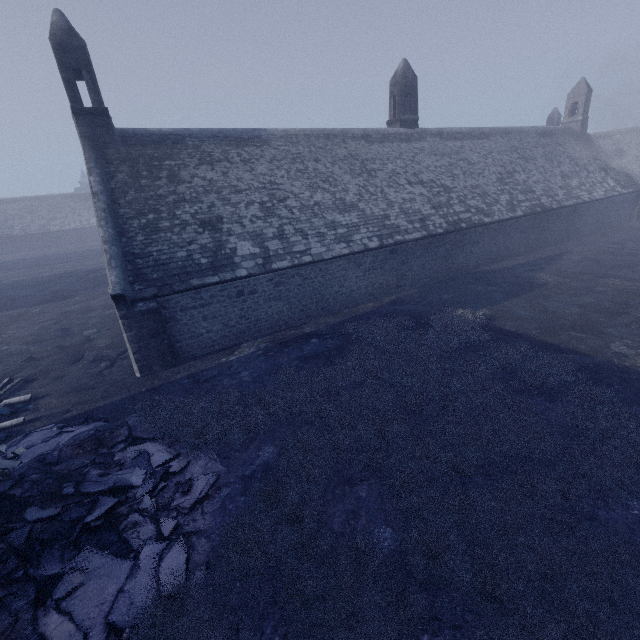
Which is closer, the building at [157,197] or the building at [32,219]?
the building at [157,197]

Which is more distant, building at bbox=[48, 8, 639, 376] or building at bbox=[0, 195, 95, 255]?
building at bbox=[0, 195, 95, 255]

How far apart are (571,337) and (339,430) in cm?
972
